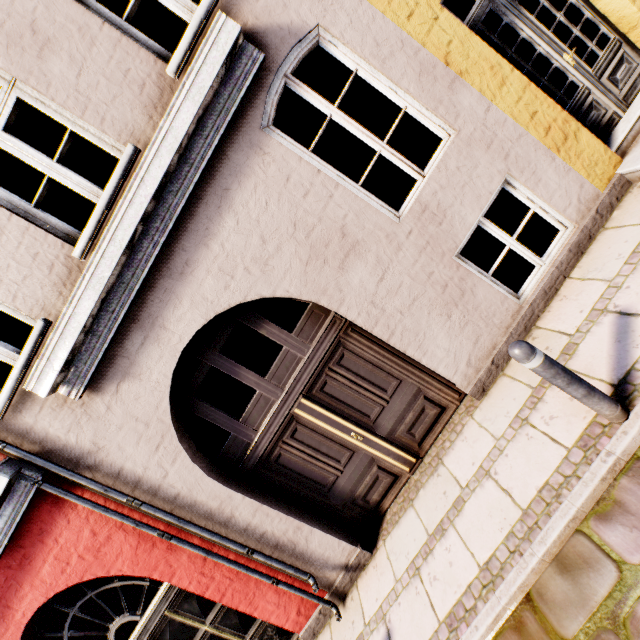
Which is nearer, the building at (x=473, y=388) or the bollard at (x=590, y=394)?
the bollard at (x=590, y=394)

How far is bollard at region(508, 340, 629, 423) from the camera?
2.34m

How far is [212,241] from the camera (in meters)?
3.37

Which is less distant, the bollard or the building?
the bollard

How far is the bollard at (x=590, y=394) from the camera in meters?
2.3 m
